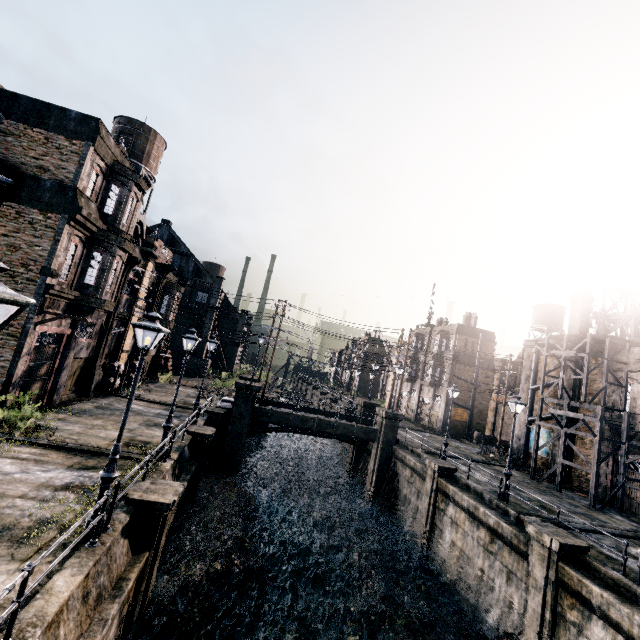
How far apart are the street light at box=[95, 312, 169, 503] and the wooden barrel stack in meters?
18.9

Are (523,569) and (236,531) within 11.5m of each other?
no

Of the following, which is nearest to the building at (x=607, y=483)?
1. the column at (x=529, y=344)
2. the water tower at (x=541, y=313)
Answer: the column at (x=529, y=344)

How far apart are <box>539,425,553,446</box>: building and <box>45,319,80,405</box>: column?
37.4m

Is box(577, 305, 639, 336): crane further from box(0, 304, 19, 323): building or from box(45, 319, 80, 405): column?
box(45, 319, 80, 405): column

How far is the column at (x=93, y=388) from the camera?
22.5 meters

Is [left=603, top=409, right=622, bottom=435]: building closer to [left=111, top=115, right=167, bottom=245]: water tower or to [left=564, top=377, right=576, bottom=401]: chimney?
[left=564, top=377, right=576, bottom=401]: chimney

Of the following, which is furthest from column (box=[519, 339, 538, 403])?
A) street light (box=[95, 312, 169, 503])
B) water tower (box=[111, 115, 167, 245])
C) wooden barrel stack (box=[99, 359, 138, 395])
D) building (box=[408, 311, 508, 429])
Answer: water tower (box=[111, 115, 167, 245])
